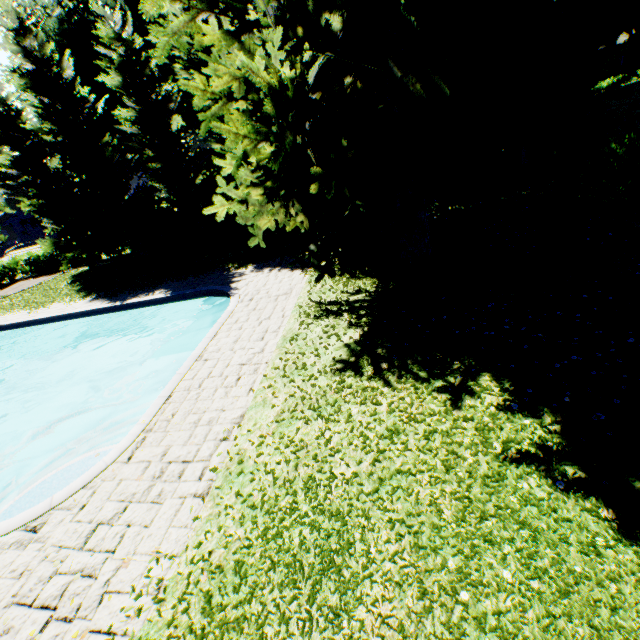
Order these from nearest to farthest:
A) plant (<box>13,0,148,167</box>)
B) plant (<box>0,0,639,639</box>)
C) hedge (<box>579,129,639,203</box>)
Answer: plant (<box>0,0,639,639</box>) < hedge (<box>579,129,639,203</box>) < plant (<box>13,0,148,167</box>)

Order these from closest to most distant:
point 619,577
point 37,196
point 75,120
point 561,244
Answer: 1. point 619,577
2. point 561,244
3. point 75,120
4. point 37,196

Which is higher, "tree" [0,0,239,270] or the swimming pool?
"tree" [0,0,239,270]

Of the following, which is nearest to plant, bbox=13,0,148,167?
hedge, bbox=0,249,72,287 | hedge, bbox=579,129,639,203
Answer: hedge, bbox=0,249,72,287

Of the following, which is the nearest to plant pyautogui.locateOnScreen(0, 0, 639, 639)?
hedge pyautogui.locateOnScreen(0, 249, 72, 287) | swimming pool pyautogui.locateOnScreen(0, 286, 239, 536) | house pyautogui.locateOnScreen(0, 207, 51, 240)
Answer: house pyautogui.locateOnScreen(0, 207, 51, 240)

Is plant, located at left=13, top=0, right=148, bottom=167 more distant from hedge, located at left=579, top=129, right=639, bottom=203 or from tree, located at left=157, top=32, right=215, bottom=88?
hedge, located at left=579, top=129, right=639, bottom=203

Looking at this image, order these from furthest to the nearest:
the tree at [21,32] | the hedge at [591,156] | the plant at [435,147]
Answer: the tree at [21,32], the hedge at [591,156], the plant at [435,147]

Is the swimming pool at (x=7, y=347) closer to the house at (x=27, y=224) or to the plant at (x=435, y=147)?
the plant at (x=435, y=147)
